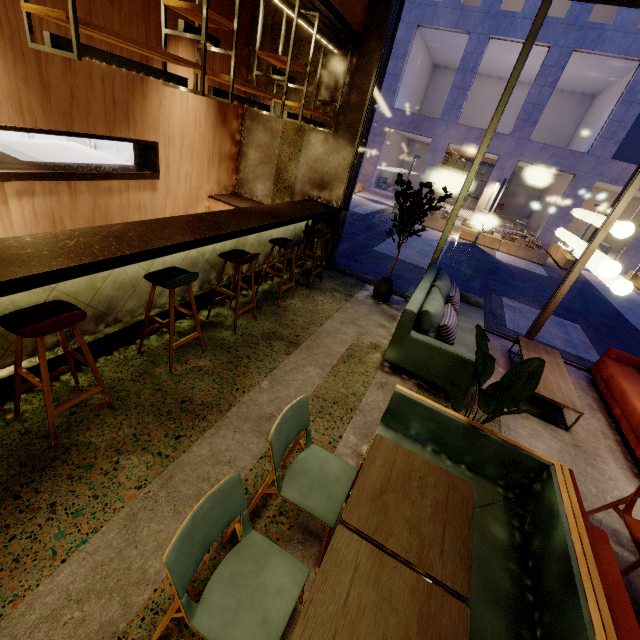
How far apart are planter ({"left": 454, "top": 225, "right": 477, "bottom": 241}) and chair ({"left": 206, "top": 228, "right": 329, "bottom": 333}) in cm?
1277

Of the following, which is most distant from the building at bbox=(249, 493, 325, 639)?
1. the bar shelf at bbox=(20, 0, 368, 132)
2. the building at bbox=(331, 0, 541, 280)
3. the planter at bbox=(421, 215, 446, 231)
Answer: the building at bbox=(331, 0, 541, 280)

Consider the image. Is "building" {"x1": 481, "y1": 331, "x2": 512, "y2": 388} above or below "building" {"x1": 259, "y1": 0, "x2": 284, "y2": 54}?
Answer: below

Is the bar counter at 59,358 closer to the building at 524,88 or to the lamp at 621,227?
the lamp at 621,227

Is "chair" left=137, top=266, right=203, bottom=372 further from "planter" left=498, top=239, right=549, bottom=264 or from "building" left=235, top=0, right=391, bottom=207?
"planter" left=498, top=239, right=549, bottom=264

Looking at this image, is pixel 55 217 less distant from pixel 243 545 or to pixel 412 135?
pixel 243 545

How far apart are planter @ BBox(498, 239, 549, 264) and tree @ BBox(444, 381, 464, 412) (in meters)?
14.31

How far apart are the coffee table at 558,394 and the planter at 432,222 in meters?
11.4 m
